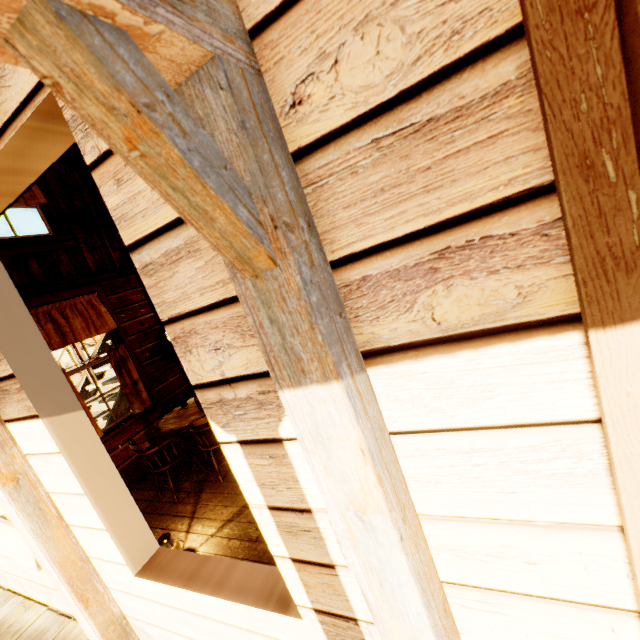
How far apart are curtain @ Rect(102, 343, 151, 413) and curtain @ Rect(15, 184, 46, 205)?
2.34m

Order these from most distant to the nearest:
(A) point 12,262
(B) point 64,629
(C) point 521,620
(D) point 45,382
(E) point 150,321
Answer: (E) point 150,321
(A) point 12,262
(B) point 64,629
(D) point 45,382
(C) point 521,620

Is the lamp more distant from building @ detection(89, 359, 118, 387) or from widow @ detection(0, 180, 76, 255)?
widow @ detection(0, 180, 76, 255)

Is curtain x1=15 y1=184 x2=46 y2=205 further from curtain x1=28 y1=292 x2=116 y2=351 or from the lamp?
the lamp

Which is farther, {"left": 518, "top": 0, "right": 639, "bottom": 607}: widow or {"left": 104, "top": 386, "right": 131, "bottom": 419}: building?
{"left": 104, "top": 386, "right": 131, "bottom": 419}: building

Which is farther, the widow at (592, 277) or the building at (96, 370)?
the building at (96, 370)

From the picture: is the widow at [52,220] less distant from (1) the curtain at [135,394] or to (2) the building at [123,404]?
(2) the building at [123,404]

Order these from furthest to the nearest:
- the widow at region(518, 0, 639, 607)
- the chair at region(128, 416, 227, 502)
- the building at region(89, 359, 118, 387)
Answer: the building at region(89, 359, 118, 387) → the chair at region(128, 416, 227, 502) → the widow at region(518, 0, 639, 607)
